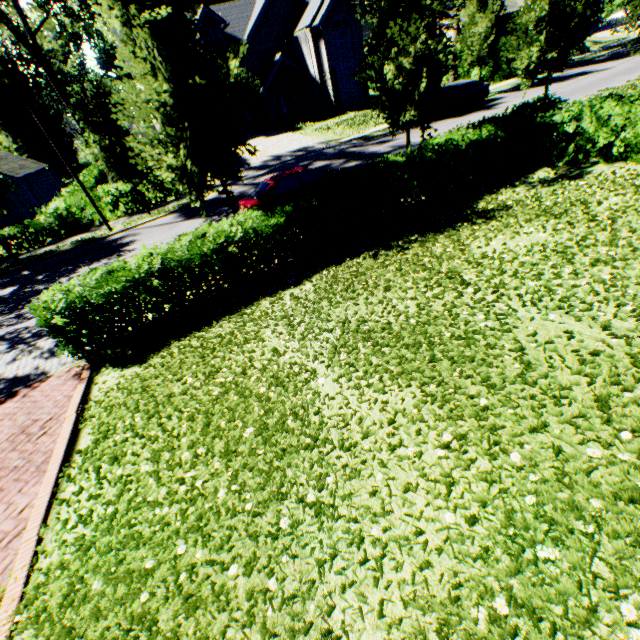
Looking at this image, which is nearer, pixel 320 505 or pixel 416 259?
pixel 320 505

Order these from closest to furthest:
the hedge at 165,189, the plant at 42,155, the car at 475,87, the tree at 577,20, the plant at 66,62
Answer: the tree at 577,20, the hedge at 165,189, the car at 475,87, the plant at 66,62, the plant at 42,155

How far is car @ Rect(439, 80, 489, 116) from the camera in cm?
2186

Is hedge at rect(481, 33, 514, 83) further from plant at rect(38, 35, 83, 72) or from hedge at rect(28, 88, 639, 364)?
hedge at rect(28, 88, 639, 364)

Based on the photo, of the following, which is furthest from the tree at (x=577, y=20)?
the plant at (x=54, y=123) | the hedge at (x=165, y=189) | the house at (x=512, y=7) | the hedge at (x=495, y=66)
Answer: the house at (x=512, y=7)

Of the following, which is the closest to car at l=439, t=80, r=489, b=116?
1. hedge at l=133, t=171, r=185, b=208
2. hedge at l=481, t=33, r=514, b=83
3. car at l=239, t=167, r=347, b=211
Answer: hedge at l=481, t=33, r=514, b=83

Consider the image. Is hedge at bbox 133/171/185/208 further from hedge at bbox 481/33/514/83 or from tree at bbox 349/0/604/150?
hedge at bbox 481/33/514/83

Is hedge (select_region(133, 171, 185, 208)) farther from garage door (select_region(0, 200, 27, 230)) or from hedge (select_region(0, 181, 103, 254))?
garage door (select_region(0, 200, 27, 230))
